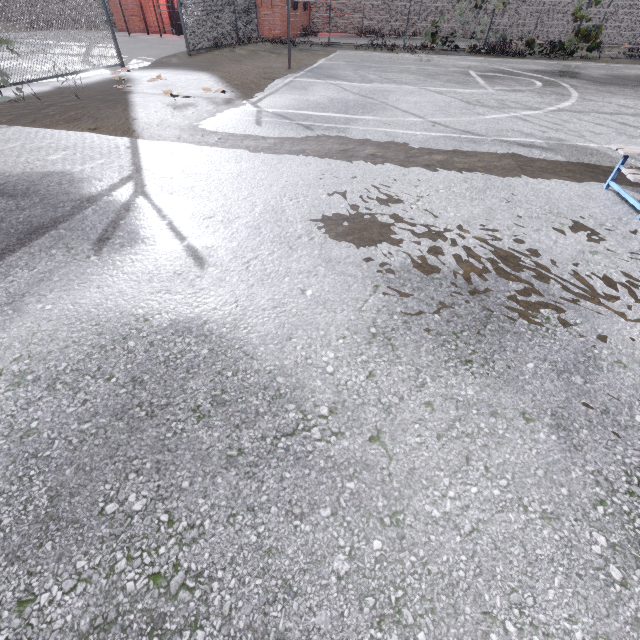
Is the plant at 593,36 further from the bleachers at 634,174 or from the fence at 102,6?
the bleachers at 634,174

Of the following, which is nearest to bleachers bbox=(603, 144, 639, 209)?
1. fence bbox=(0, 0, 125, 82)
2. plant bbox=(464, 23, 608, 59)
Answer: fence bbox=(0, 0, 125, 82)

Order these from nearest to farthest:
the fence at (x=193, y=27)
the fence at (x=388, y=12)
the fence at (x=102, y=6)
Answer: the fence at (x=102, y=6) < the fence at (x=193, y=27) < the fence at (x=388, y=12)

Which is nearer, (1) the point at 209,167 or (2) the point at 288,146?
(1) the point at 209,167

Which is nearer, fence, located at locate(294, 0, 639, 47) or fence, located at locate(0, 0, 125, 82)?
fence, located at locate(0, 0, 125, 82)

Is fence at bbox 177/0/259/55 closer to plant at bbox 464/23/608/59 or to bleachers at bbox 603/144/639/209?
plant at bbox 464/23/608/59
